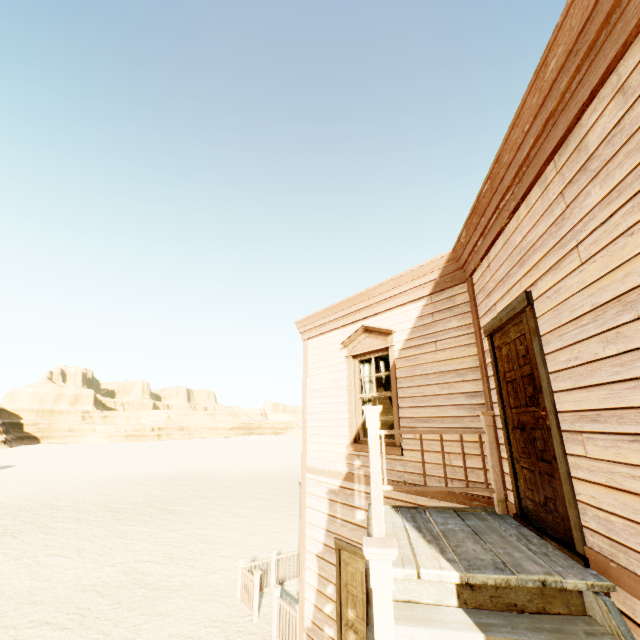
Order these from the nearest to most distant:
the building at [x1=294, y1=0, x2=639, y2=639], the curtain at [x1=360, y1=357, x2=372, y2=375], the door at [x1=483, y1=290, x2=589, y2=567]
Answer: the building at [x1=294, y1=0, x2=639, y2=639] → the door at [x1=483, y1=290, x2=589, y2=567] → the curtain at [x1=360, y1=357, x2=372, y2=375]

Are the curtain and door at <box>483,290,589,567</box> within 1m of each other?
no

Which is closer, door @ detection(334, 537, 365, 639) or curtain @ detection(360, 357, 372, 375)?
door @ detection(334, 537, 365, 639)

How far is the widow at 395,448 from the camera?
5.14m

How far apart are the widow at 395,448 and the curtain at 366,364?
0.1 meters

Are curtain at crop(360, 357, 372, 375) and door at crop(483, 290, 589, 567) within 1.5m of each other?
no

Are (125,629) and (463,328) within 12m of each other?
yes

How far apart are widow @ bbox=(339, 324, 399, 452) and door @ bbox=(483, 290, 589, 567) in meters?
1.8
